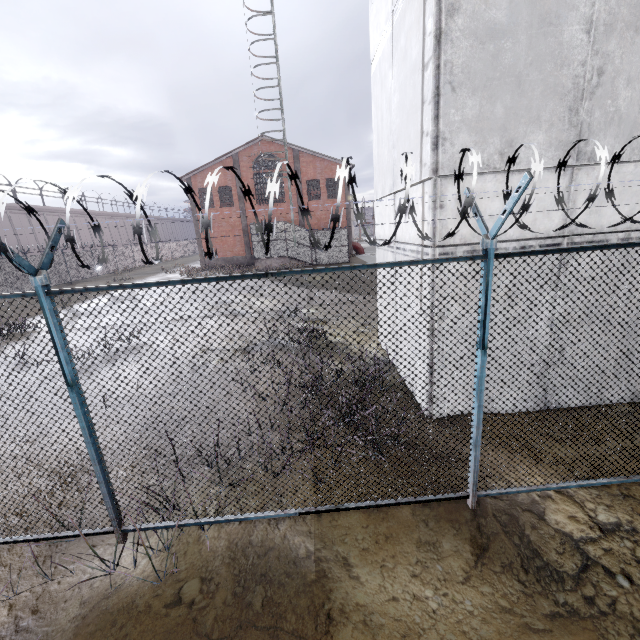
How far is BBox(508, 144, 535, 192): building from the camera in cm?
449

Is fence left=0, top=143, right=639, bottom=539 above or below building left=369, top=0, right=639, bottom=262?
below

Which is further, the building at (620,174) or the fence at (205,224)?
the building at (620,174)

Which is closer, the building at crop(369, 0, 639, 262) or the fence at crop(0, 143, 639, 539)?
the fence at crop(0, 143, 639, 539)

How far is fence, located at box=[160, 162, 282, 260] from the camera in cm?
238

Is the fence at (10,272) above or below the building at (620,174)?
below

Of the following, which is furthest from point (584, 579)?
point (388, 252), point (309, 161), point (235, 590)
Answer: point (309, 161)
